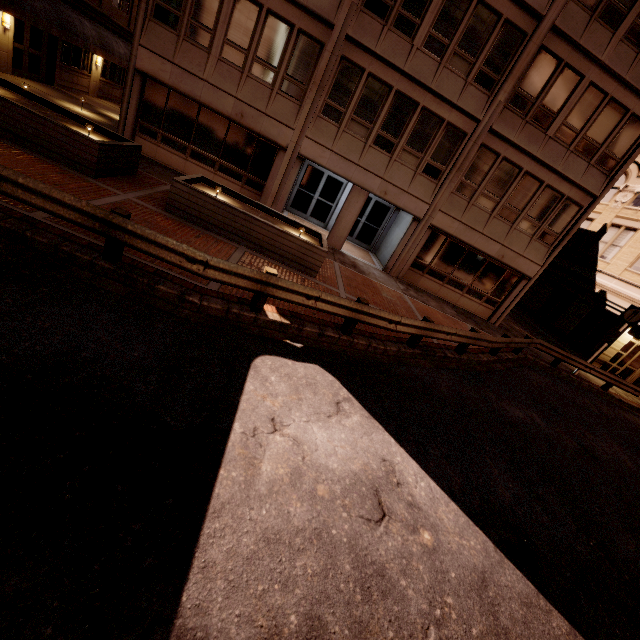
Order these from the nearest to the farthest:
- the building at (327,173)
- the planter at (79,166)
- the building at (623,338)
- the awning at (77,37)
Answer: the planter at (79,166)
the building at (327,173)
the awning at (77,37)
the building at (623,338)

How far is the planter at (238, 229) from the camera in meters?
9.5

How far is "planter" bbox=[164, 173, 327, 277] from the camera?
9.50m

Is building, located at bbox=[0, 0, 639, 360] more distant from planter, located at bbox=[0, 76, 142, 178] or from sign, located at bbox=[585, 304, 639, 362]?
sign, located at bbox=[585, 304, 639, 362]

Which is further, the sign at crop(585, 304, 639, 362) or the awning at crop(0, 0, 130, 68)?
the sign at crop(585, 304, 639, 362)

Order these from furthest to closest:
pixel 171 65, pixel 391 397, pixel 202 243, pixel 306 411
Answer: pixel 171 65
pixel 202 243
pixel 391 397
pixel 306 411

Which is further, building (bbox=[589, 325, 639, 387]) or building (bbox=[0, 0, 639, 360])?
building (bbox=[589, 325, 639, 387])

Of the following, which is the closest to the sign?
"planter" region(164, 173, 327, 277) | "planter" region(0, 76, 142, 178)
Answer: "planter" region(164, 173, 327, 277)
